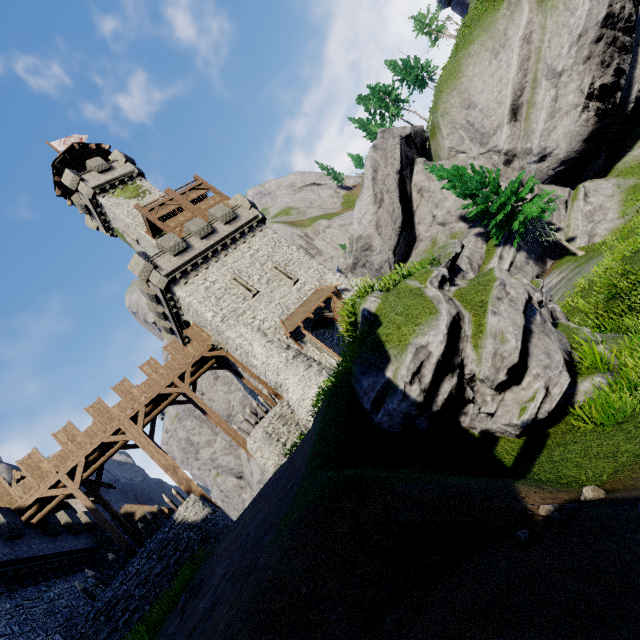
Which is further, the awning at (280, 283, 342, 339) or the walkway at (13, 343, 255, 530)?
the awning at (280, 283, 342, 339)

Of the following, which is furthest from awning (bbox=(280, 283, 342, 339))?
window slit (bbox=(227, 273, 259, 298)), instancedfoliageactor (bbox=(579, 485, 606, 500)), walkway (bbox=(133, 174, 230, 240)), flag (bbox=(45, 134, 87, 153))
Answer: flag (bbox=(45, 134, 87, 153))

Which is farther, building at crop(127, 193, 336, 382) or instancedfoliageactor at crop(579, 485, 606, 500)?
building at crop(127, 193, 336, 382)

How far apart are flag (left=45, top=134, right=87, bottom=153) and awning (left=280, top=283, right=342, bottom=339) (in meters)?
35.40

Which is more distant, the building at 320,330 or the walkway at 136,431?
the building at 320,330

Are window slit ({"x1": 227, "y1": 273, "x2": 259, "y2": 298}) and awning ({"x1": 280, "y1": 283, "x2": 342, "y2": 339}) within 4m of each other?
yes

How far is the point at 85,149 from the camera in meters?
34.0

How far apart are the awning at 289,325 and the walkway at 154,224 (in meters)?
10.77
